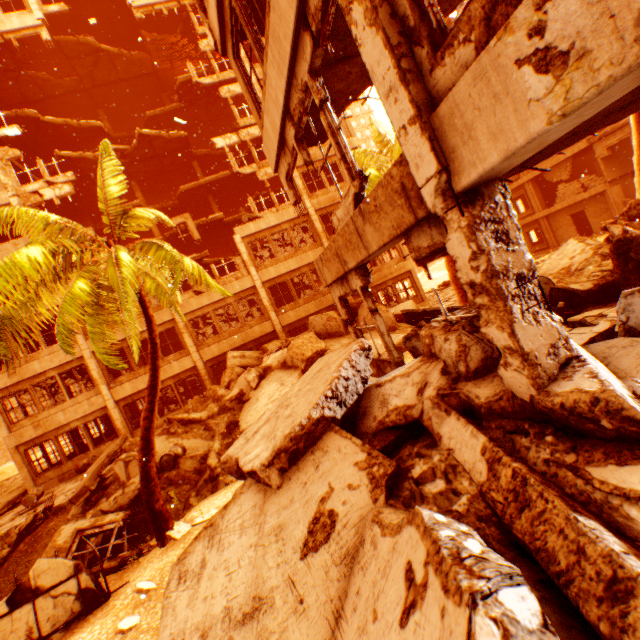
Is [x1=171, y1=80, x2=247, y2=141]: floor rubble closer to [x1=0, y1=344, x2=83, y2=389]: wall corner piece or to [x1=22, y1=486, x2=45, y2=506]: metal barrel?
[x1=0, y1=344, x2=83, y2=389]: wall corner piece

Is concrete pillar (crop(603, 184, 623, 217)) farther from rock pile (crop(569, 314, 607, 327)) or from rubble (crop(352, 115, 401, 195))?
rock pile (crop(569, 314, 607, 327))

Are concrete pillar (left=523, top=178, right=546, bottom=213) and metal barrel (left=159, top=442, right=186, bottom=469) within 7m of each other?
no

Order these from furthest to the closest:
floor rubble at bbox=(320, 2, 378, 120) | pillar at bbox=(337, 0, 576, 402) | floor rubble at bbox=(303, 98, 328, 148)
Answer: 1. floor rubble at bbox=(303, 98, 328, 148)
2. floor rubble at bbox=(320, 2, 378, 120)
3. pillar at bbox=(337, 0, 576, 402)

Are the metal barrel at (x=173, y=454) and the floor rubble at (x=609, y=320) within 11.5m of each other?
yes

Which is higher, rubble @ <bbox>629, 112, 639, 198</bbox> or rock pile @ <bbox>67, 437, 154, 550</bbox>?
rubble @ <bbox>629, 112, 639, 198</bbox>

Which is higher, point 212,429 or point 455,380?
point 455,380

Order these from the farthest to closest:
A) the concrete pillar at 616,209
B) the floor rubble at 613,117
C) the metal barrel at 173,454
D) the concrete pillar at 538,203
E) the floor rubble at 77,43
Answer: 1. the concrete pillar at 538,203
2. the concrete pillar at 616,209
3. the floor rubble at 77,43
4. the metal barrel at 173,454
5. the floor rubble at 613,117
